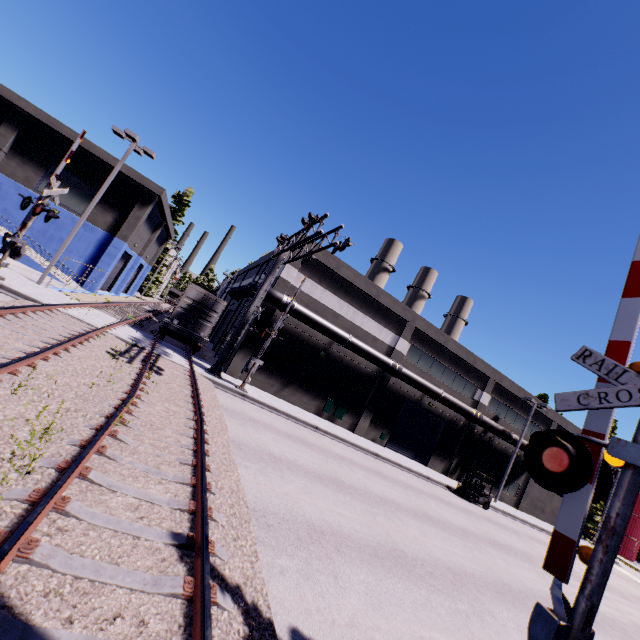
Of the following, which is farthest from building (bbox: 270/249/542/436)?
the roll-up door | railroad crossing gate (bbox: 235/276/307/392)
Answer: railroad crossing gate (bbox: 235/276/307/392)

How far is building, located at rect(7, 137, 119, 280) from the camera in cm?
2291

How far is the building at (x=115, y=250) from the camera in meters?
26.7 m

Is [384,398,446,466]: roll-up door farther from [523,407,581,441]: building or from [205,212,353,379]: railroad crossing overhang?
[205,212,353,379]: railroad crossing overhang

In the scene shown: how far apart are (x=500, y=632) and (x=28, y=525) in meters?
9.6

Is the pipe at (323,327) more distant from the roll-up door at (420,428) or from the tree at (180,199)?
the tree at (180,199)

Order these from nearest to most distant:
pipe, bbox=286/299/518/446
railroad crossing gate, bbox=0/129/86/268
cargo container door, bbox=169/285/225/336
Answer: railroad crossing gate, bbox=0/129/86/268 < cargo container door, bbox=169/285/225/336 < pipe, bbox=286/299/518/446
